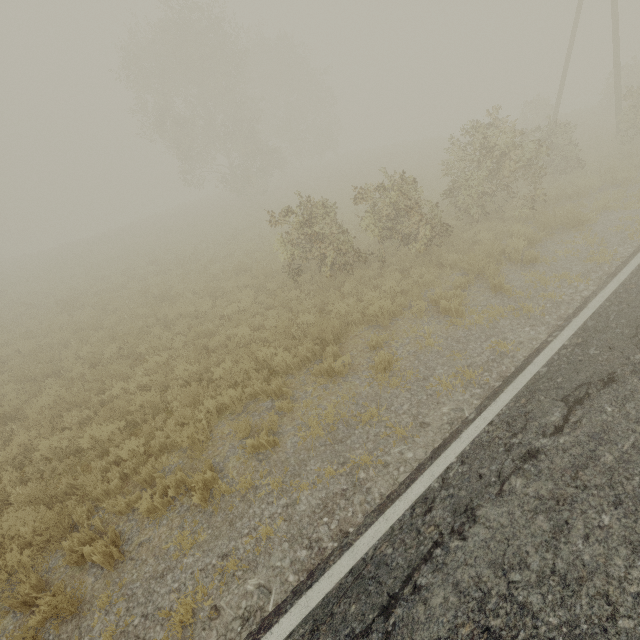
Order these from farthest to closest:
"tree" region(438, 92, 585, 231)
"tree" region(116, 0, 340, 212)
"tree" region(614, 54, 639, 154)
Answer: "tree" region(116, 0, 340, 212) → "tree" region(614, 54, 639, 154) → "tree" region(438, 92, 585, 231)

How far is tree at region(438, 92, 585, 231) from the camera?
10.8 meters

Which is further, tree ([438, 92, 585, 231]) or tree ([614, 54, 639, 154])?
tree ([614, 54, 639, 154])

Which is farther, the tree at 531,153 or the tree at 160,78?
the tree at 160,78

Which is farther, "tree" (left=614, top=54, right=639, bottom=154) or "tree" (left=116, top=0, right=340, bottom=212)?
"tree" (left=116, top=0, right=340, bottom=212)

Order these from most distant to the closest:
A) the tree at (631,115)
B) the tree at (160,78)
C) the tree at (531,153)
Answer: the tree at (160,78), the tree at (631,115), the tree at (531,153)

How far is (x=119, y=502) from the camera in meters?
5.1
